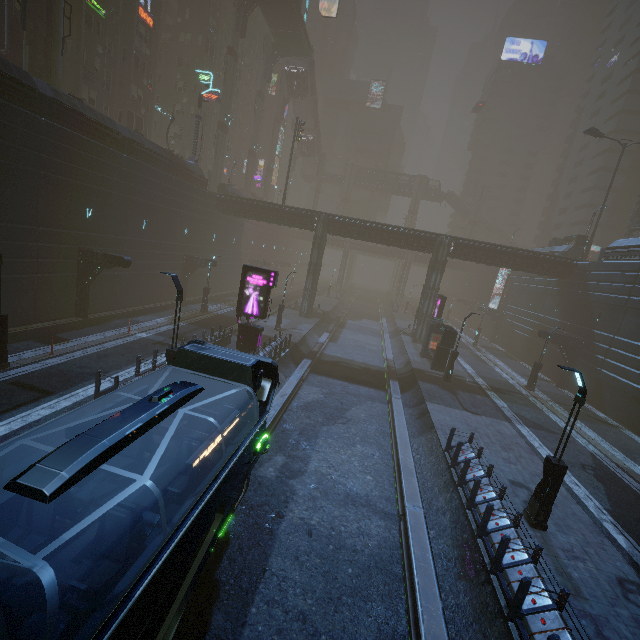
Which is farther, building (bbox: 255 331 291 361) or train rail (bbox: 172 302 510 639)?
building (bbox: 255 331 291 361)

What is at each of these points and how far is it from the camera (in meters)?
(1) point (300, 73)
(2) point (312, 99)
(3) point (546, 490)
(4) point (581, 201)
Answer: (1) bridge, 54.19
(2) stairs, 59.25
(3) street light, 11.08
(4) building, 58.38

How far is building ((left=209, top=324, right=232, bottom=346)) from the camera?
21.09m

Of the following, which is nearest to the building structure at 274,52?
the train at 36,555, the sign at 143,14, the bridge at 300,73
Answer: the bridge at 300,73

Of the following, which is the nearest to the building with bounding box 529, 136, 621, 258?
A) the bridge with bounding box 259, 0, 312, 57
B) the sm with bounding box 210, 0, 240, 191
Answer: the sm with bounding box 210, 0, 240, 191

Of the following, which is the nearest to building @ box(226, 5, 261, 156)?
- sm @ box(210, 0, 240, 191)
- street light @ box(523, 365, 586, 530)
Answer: → street light @ box(523, 365, 586, 530)

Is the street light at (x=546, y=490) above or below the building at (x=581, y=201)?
below
